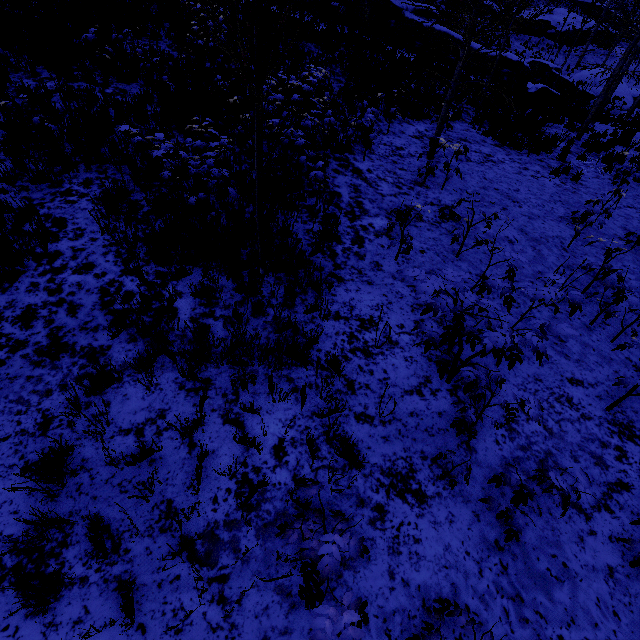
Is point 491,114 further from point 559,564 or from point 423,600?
point 423,600

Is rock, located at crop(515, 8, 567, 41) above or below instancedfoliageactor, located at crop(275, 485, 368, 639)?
above

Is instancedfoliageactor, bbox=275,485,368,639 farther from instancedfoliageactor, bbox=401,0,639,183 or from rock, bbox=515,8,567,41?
rock, bbox=515,8,567,41

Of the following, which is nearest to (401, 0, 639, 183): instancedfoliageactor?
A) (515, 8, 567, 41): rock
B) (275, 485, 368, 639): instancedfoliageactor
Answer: (275, 485, 368, 639): instancedfoliageactor

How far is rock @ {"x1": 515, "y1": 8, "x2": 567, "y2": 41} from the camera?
37.62m

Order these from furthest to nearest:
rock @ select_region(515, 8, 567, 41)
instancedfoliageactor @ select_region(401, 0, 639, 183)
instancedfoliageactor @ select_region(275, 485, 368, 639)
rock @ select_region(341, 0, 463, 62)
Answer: rock @ select_region(515, 8, 567, 41), rock @ select_region(341, 0, 463, 62), instancedfoliageactor @ select_region(401, 0, 639, 183), instancedfoliageactor @ select_region(275, 485, 368, 639)

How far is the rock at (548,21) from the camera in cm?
3762

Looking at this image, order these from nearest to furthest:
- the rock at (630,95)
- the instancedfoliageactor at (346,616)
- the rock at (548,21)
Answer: the instancedfoliageactor at (346,616)
the rock at (630,95)
the rock at (548,21)
